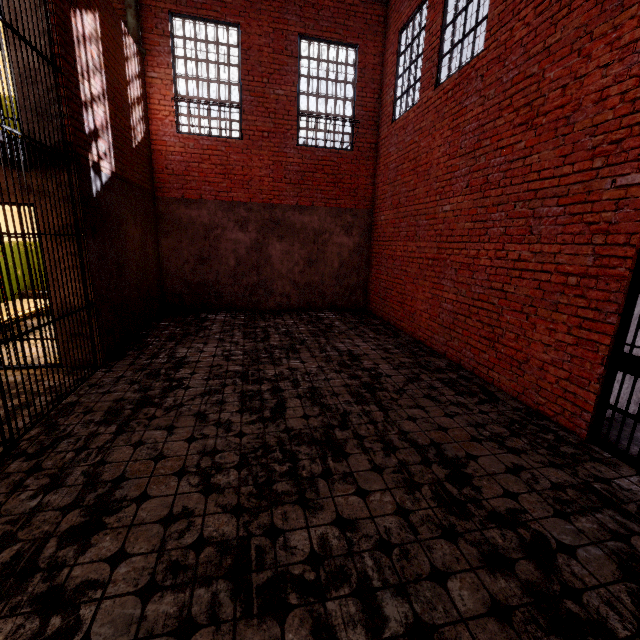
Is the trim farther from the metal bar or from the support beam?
the metal bar

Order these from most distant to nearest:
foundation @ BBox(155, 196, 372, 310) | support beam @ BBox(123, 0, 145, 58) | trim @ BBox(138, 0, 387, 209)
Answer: foundation @ BBox(155, 196, 372, 310), trim @ BBox(138, 0, 387, 209), support beam @ BBox(123, 0, 145, 58)

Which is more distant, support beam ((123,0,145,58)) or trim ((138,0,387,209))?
trim ((138,0,387,209))

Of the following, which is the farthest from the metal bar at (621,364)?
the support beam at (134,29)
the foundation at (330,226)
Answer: the support beam at (134,29)

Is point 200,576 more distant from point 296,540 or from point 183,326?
point 183,326

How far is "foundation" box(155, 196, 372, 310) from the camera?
8.52m

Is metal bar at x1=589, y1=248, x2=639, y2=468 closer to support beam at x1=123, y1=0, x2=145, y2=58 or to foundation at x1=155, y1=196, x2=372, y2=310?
foundation at x1=155, y1=196, x2=372, y2=310

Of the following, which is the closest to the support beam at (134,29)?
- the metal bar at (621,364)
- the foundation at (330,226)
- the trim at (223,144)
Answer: the trim at (223,144)
